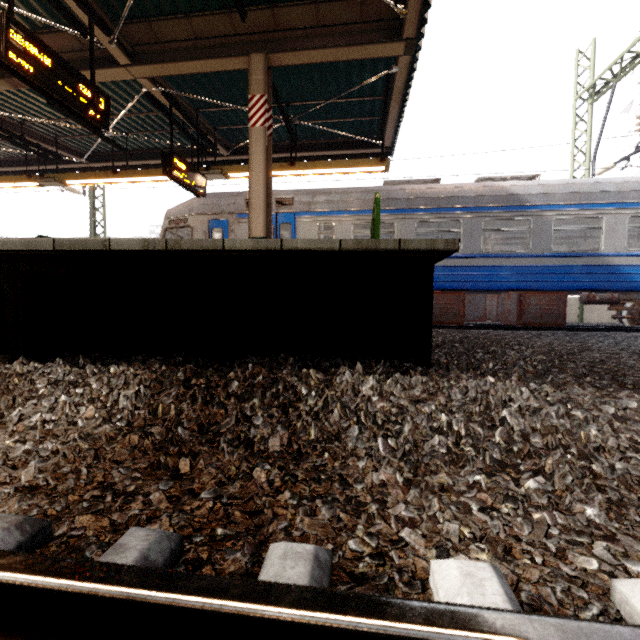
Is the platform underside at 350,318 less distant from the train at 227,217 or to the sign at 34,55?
the train at 227,217

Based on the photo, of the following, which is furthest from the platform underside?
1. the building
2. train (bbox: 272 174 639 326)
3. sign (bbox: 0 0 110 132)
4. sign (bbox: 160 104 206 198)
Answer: the building

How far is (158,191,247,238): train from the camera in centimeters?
928cm

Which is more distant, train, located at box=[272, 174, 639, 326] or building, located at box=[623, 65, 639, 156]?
building, located at box=[623, 65, 639, 156]

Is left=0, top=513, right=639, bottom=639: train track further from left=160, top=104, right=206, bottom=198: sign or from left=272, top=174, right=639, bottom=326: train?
left=272, top=174, right=639, bottom=326: train

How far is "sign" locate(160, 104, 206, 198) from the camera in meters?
6.7

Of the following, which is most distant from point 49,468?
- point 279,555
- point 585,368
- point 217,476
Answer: point 585,368

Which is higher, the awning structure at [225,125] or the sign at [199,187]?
the awning structure at [225,125]
